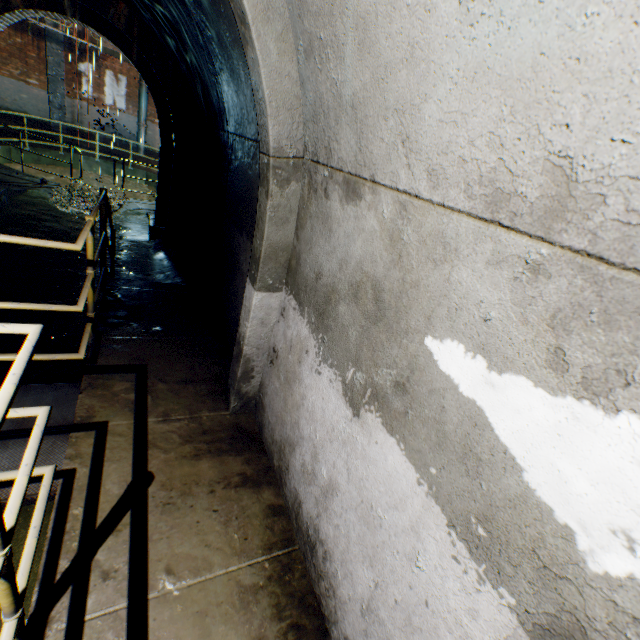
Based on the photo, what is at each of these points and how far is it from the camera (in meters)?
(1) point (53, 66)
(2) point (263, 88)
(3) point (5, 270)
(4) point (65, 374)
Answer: (1) support column, 15.67
(2) wall archway, 1.82
(3) building tunnel, 5.64
(4) building tunnel, 4.05

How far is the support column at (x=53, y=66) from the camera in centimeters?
1526cm

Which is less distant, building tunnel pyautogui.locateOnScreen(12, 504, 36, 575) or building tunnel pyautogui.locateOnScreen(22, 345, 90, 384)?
building tunnel pyautogui.locateOnScreen(12, 504, 36, 575)

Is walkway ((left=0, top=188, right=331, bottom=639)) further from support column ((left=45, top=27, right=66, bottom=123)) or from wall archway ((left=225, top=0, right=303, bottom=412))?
support column ((left=45, top=27, right=66, bottom=123))

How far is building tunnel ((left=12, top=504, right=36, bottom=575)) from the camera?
2.42m

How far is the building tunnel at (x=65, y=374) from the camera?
3.9 meters

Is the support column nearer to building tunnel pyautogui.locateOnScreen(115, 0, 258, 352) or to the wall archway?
building tunnel pyautogui.locateOnScreen(115, 0, 258, 352)
